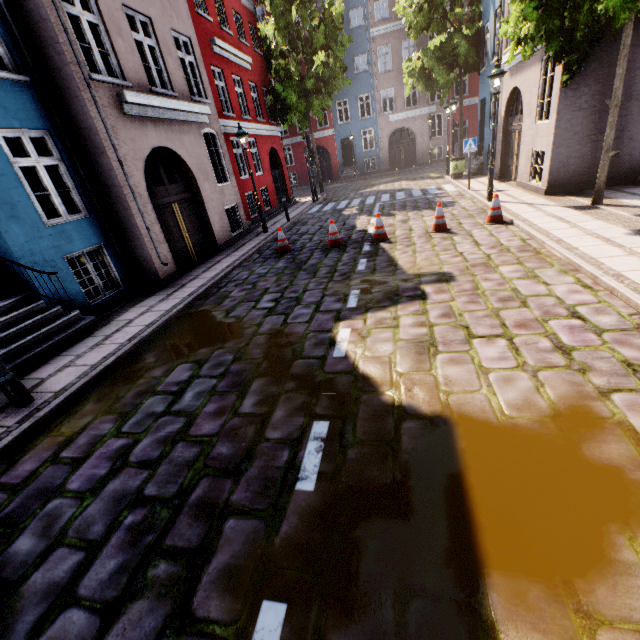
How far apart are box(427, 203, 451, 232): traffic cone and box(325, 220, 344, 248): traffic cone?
2.4 meters

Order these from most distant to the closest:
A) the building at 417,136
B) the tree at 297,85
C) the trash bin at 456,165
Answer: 1. the building at 417,136
2. the tree at 297,85
3. the trash bin at 456,165

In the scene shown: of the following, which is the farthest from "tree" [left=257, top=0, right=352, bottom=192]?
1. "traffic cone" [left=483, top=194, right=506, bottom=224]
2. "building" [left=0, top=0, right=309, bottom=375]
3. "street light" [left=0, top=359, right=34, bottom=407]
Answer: "street light" [left=0, top=359, right=34, bottom=407]

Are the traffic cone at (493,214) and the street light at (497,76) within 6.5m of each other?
yes

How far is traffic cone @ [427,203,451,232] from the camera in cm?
883

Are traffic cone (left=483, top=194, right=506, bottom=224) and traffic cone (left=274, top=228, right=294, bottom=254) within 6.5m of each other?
yes

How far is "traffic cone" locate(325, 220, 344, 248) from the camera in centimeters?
939cm

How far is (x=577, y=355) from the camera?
3.6m
